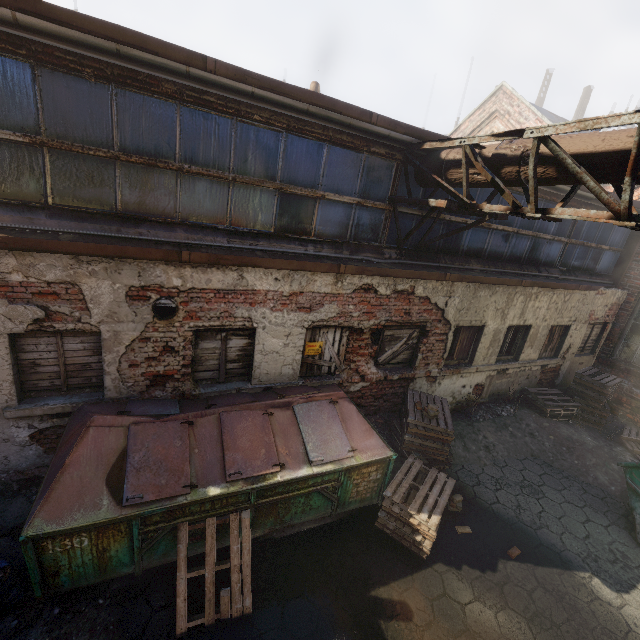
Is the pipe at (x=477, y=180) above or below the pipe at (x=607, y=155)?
below

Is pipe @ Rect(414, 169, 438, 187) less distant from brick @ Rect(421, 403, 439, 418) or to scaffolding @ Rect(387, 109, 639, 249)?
scaffolding @ Rect(387, 109, 639, 249)

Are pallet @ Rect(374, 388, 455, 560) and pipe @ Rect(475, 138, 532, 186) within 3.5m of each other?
no

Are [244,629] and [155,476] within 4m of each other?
yes

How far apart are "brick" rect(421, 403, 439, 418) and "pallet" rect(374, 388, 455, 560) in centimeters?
78cm

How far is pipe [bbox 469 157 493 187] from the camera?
4.88m

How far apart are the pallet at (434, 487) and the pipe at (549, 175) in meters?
4.8

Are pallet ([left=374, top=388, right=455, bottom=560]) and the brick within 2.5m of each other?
yes
